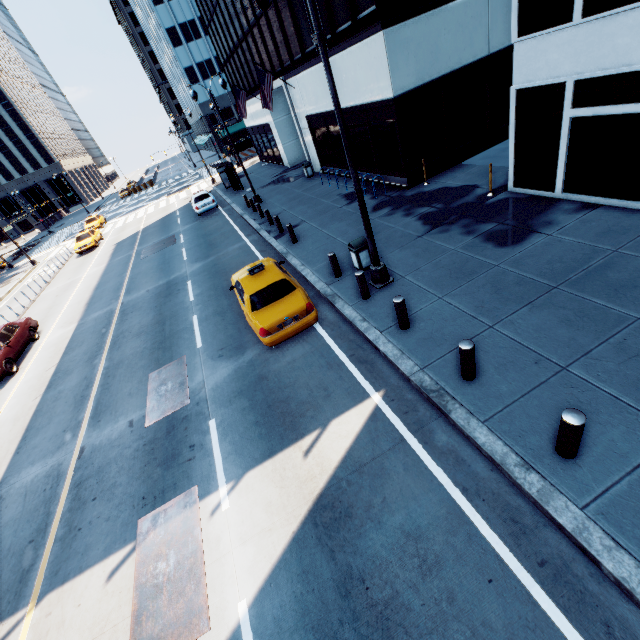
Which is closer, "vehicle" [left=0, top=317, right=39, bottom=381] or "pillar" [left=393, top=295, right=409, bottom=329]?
"pillar" [left=393, top=295, right=409, bottom=329]

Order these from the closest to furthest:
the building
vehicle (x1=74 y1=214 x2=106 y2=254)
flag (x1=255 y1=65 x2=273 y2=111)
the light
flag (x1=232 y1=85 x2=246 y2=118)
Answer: the light, the building, flag (x1=255 y1=65 x2=273 y2=111), flag (x1=232 y1=85 x2=246 y2=118), vehicle (x1=74 y1=214 x2=106 y2=254)

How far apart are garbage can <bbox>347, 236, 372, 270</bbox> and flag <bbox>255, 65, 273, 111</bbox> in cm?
1550

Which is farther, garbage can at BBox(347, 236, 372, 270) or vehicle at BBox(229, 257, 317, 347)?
garbage can at BBox(347, 236, 372, 270)

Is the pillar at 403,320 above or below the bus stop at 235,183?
below

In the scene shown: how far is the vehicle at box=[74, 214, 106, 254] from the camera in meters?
29.8

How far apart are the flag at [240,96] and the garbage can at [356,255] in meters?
23.6 m

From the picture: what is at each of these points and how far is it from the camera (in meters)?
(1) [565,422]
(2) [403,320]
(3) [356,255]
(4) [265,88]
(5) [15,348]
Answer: (1) pillar, 4.28
(2) pillar, 7.72
(3) garbage can, 10.31
(4) flag, 20.16
(5) vehicle, 14.50
